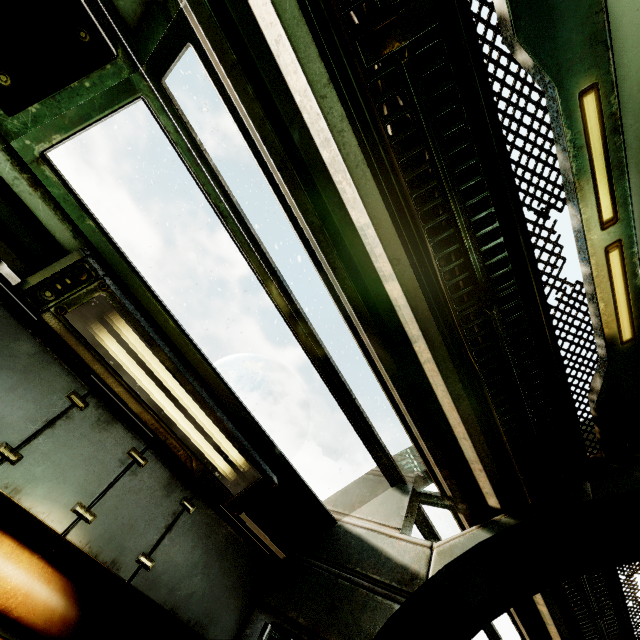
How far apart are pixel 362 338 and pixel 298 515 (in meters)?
1.75

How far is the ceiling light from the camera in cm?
175

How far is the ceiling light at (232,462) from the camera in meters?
1.8
